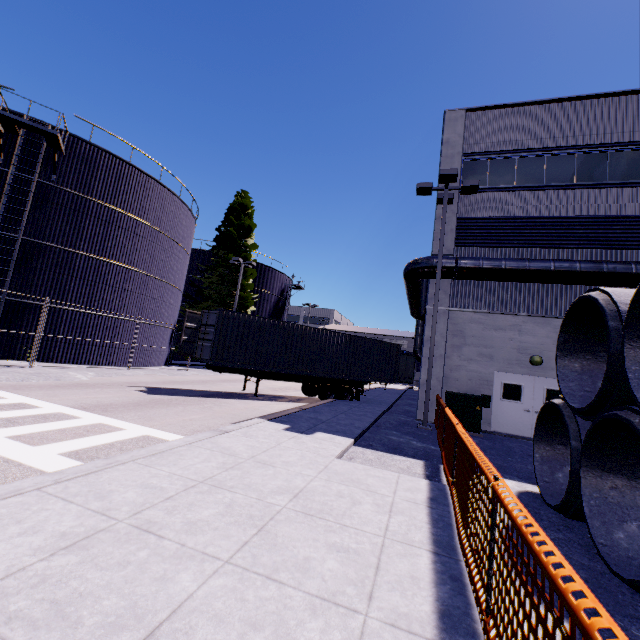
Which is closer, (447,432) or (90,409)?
(447,432)

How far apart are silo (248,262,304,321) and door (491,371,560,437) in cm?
2704

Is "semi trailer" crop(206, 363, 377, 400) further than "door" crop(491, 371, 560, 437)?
Yes

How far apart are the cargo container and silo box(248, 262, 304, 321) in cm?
2004

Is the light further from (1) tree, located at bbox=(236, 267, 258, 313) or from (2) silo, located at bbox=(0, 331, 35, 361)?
(1) tree, located at bbox=(236, 267, 258, 313)

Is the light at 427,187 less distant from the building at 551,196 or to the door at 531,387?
the building at 551,196

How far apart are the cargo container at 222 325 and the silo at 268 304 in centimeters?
2004cm

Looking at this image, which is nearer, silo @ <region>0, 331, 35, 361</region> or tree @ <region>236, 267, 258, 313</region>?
silo @ <region>0, 331, 35, 361</region>
